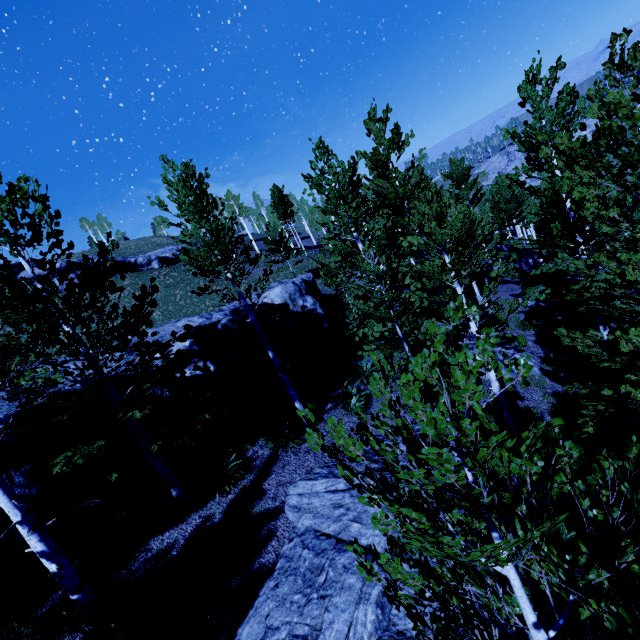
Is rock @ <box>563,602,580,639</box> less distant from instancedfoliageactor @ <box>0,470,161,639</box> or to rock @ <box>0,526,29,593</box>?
instancedfoliageactor @ <box>0,470,161,639</box>

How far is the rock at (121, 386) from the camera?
9.68m

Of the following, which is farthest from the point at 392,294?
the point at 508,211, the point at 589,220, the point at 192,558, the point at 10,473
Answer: the point at 508,211

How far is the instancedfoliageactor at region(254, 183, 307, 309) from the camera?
10.64m

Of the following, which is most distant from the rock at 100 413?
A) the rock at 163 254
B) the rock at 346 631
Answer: the rock at 163 254

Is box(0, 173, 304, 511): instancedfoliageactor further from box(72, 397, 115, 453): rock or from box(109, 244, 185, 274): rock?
box(109, 244, 185, 274): rock

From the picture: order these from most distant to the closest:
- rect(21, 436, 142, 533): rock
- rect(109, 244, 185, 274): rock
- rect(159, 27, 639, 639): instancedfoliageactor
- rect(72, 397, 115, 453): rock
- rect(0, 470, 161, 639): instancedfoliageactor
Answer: rect(109, 244, 185, 274): rock < rect(72, 397, 115, 453): rock < rect(21, 436, 142, 533): rock < rect(0, 470, 161, 639): instancedfoliageactor < rect(159, 27, 639, 639): instancedfoliageactor
